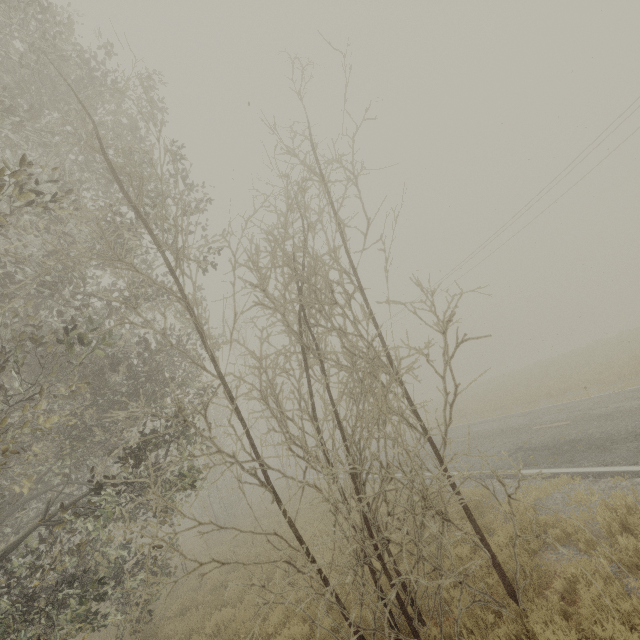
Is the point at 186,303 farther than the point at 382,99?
No
